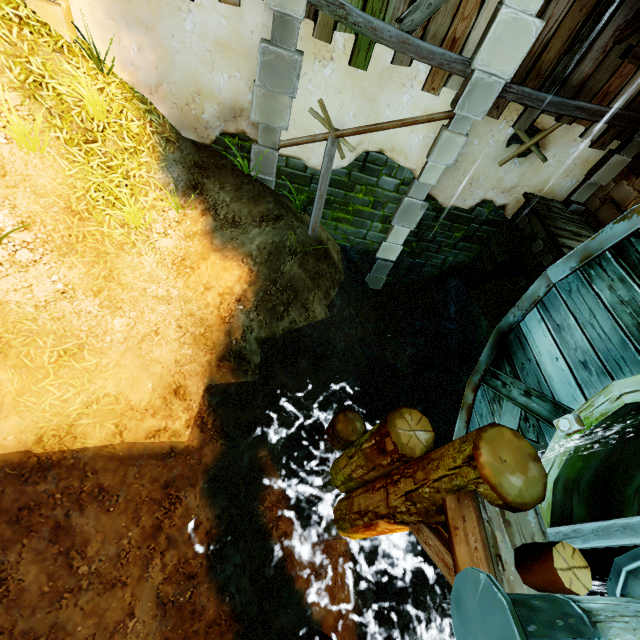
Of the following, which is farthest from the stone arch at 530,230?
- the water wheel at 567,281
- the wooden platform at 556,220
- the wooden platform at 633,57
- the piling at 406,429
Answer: the piling at 406,429

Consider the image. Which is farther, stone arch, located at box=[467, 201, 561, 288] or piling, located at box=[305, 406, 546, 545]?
stone arch, located at box=[467, 201, 561, 288]

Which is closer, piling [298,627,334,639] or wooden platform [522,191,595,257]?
piling [298,627,334,639]

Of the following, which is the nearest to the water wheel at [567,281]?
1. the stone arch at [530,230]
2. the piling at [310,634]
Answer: the piling at [310,634]

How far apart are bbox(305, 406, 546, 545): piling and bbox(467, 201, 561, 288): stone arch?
3.4m

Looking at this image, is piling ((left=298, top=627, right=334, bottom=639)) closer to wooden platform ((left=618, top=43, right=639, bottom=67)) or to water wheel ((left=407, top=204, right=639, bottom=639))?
water wheel ((left=407, top=204, right=639, bottom=639))

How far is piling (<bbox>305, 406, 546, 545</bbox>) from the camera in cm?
207

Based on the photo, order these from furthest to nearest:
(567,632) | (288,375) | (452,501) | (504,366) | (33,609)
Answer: (288,375)
(504,366)
(33,609)
(452,501)
(567,632)
